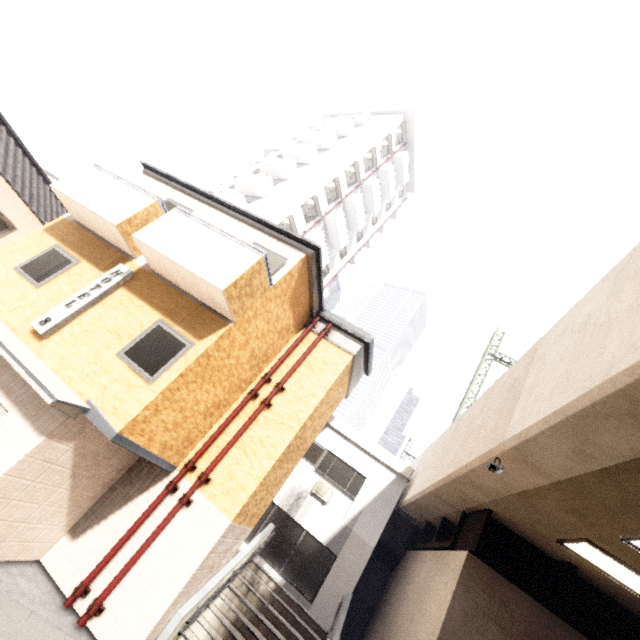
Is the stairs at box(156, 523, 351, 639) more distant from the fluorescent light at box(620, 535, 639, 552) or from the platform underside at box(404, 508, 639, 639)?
the fluorescent light at box(620, 535, 639, 552)

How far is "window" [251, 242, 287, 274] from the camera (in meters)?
8.22

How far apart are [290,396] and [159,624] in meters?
5.6

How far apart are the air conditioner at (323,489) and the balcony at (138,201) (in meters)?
9.34

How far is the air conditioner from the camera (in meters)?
13.16

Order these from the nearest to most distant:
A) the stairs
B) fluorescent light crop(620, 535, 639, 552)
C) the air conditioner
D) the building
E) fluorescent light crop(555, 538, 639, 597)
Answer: fluorescent light crop(620, 535, 639, 552), fluorescent light crop(555, 538, 639, 597), the stairs, the air conditioner, the building

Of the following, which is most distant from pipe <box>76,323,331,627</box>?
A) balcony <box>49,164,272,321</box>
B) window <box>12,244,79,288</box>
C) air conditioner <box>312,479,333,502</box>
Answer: air conditioner <box>312,479,333,502</box>

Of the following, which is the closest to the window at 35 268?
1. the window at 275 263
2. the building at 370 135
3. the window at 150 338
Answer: the window at 150 338
